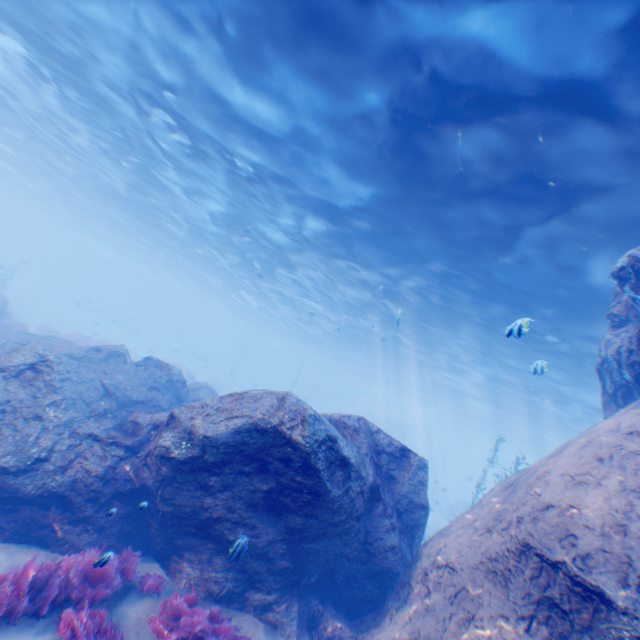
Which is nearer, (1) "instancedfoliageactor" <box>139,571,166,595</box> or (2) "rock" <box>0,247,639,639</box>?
(2) "rock" <box>0,247,639,639</box>

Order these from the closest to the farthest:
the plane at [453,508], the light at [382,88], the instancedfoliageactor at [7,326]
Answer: the light at [382,88]
the instancedfoliageactor at [7,326]
the plane at [453,508]

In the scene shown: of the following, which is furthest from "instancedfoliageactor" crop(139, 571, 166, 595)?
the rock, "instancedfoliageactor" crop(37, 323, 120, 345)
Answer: "instancedfoliageactor" crop(37, 323, 120, 345)

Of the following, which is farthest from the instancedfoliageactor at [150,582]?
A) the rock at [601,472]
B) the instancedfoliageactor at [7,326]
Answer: the instancedfoliageactor at [7,326]

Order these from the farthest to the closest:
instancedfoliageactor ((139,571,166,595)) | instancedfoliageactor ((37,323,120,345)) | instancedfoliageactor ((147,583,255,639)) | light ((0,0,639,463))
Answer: instancedfoliageactor ((37,323,120,345)), light ((0,0,639,463)), instancedfoliageactor ((139,571,166,595)), instancedfoliageactor ((147,583,255,639))

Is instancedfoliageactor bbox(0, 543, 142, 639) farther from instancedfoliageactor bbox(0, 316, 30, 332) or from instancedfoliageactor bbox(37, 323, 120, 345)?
instancedfoliageactor bbox(37, 323, 120, 345)

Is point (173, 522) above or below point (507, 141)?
below

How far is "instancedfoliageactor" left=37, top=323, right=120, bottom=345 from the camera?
22.9m
